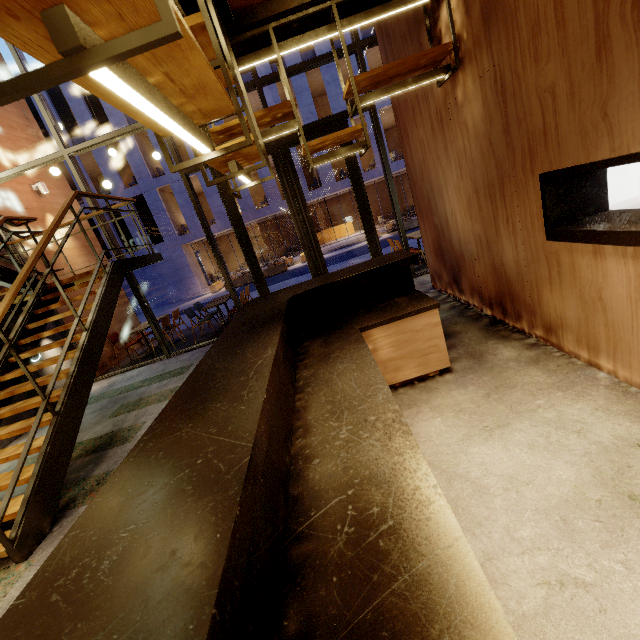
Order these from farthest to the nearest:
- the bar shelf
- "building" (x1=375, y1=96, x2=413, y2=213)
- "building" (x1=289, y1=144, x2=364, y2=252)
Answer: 1. "building" (x1=289, y1=144, x2=364, y2=252)
2. "building" (x1=375, y1=96, x2=413, y2=213)
3. the bar shelf

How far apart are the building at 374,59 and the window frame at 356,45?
16.8m

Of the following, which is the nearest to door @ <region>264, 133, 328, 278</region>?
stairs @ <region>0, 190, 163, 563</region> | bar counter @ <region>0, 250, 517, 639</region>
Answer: stairs @ <region>0, 190, 163, 563</region>

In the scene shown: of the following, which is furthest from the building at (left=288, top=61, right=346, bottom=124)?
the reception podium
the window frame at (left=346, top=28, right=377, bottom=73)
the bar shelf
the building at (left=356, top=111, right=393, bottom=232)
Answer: the bar shelf

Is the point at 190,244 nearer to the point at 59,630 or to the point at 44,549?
the point at 44,549

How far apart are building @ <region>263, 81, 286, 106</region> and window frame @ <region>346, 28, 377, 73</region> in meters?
16.8
